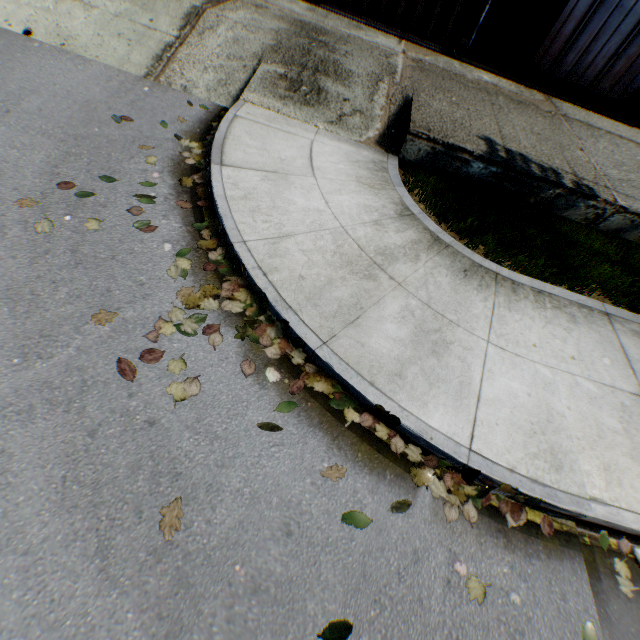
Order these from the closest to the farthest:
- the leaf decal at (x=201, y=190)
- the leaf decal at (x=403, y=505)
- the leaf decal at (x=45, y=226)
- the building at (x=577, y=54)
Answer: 1. the leaf decal at (x=403, y=505)
2. the leaf decal at (x=45, y=226)
3. the leaf decal at (x=201, y=190)
4. the building at (x=577, y=54)

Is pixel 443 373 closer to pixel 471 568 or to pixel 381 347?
pixel 381 347

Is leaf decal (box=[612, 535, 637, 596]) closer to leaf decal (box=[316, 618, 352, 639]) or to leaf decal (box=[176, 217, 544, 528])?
leaf decal (box=[176, 217, 544, 528])

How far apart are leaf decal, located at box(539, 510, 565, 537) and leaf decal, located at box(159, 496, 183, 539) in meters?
2.9

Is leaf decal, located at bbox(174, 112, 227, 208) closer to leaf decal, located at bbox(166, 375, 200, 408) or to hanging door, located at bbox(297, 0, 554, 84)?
leaf decal, located at bbox(166, 375, 200, 408)

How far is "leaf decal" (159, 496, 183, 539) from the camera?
2.1m

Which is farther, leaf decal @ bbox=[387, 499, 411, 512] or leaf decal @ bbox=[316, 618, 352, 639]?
leaf decal @ bbox=[387, 499, 411, 512]

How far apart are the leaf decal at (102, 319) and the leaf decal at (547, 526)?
4.16m
